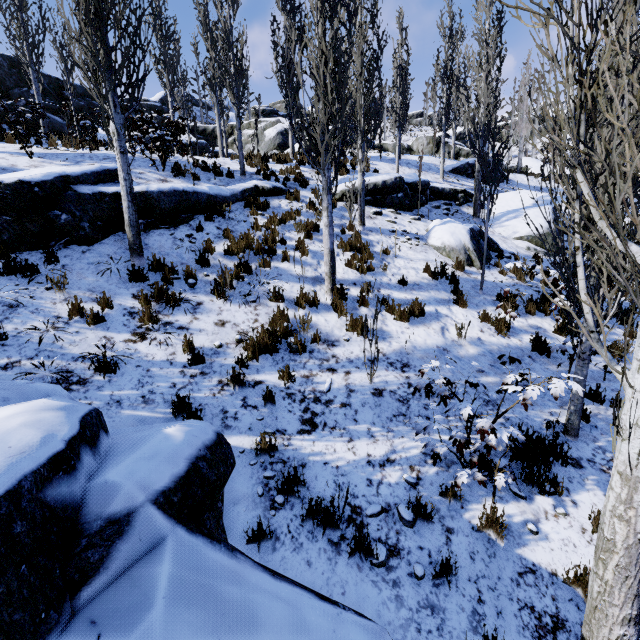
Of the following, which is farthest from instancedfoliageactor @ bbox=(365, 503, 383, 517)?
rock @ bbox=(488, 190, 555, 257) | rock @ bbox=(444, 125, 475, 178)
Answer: rock @ bbox=(444, 125, 475, 178)

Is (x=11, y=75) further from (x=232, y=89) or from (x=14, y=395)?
(x=14, y=395)

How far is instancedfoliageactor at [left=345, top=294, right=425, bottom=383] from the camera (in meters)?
5.46

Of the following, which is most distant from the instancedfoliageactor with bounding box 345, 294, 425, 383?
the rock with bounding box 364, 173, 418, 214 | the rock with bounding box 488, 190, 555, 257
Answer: the rock with bounding box 488, 190, 555, 257

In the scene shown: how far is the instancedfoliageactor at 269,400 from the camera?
4.9 meters

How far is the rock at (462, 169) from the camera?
19.66m

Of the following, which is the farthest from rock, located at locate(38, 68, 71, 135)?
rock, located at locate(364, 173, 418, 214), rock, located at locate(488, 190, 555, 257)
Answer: rock, located at locate(488, 190, 555, 257)

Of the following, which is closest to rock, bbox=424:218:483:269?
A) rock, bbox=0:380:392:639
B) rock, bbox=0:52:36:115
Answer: rock, bbox=0:380:392:639
